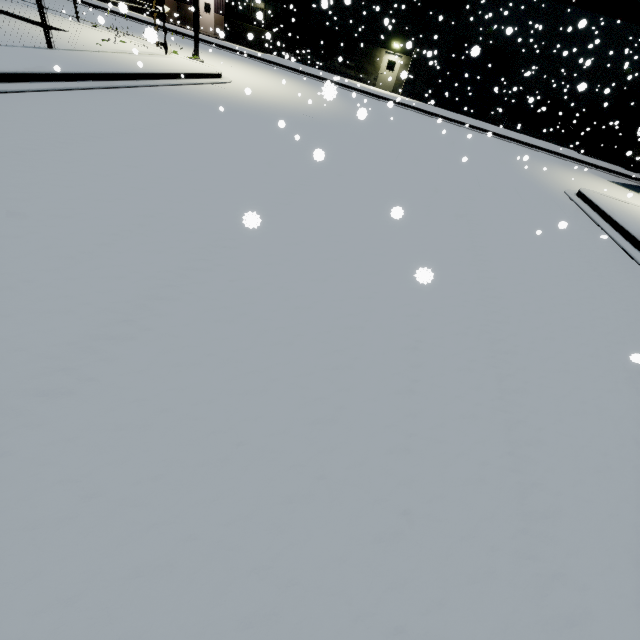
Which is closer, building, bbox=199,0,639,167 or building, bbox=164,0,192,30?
building, bbox=199,0,639,167

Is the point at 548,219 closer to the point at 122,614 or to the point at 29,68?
the point at 122,614

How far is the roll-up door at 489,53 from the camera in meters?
24.6 m

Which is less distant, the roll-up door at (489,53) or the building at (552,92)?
the building at (552,92)

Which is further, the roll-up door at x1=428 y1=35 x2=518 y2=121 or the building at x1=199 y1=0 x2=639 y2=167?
the roll-up door at x1=428 y1=35 x2=518 y2=121

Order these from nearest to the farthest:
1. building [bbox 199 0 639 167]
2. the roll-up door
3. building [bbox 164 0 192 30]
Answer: building [bbox 199 0 639 167] < the roll-up door < building [bbox 164 0 192 30]

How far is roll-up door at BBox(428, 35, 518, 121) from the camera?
24.6m
